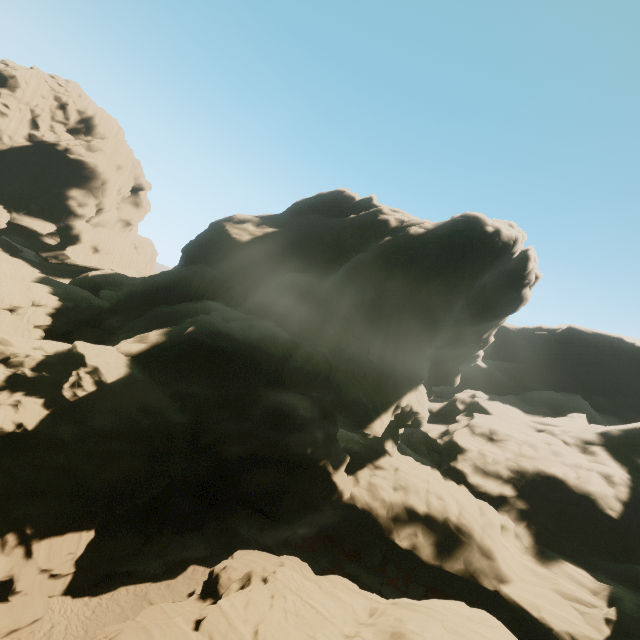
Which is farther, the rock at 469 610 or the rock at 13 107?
the rock at 13 107

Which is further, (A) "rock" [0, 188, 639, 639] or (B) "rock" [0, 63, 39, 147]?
(B) "rock" [0, 63, 39, 147]

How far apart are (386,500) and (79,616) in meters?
19.4
